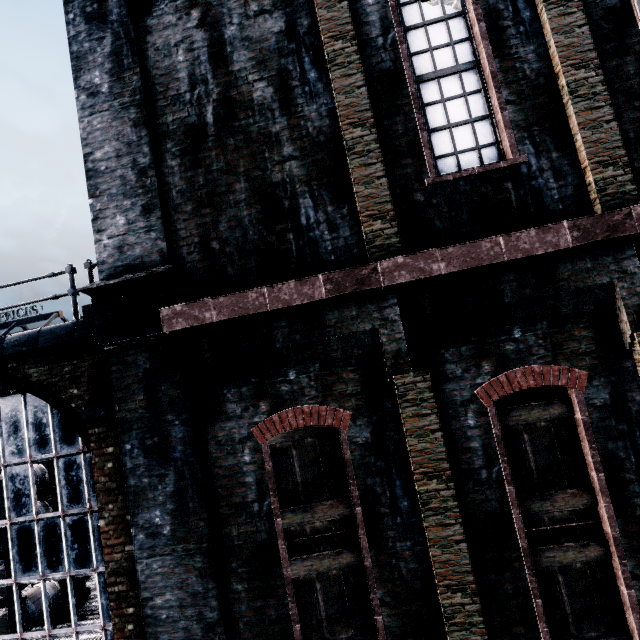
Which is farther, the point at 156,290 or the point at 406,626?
the point at 156,290
